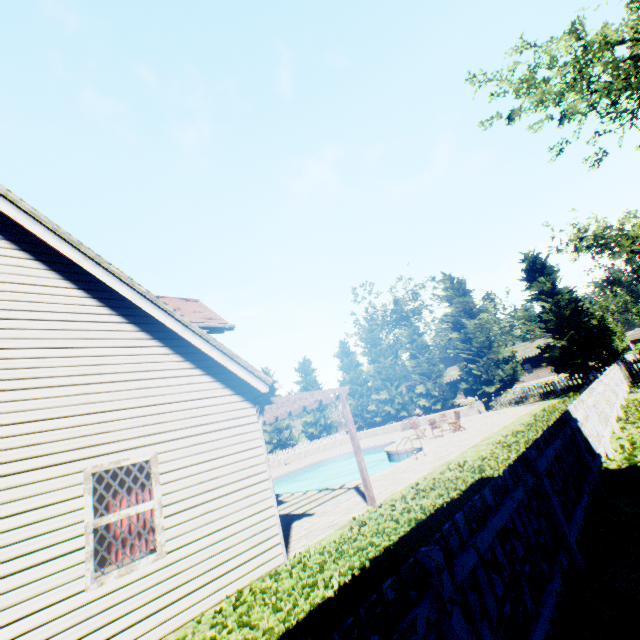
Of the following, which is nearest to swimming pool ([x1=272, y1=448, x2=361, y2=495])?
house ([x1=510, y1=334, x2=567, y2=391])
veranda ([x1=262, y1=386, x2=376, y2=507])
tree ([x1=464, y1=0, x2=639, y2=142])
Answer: veranda ([x1=262, y1=386, x2=376, y2=507])

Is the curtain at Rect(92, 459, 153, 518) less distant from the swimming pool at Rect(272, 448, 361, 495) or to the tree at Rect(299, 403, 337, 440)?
the swimming pool at Rect(272, 448, 361, 495)

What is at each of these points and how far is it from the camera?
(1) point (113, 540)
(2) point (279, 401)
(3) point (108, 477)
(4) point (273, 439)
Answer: (1) curtain, 4.93m
(2) veranda, 7.84m
(3) curtain, 5.22m
(4) tree, 47.09m

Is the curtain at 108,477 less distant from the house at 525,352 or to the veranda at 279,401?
the veranda at 279,401

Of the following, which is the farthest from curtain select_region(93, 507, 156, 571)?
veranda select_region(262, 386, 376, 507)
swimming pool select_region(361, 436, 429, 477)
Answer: swimming pool select_region(361, 436, 429, 477)

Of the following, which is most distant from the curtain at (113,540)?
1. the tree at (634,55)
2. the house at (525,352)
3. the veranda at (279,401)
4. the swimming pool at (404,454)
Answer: the house at (525,352)

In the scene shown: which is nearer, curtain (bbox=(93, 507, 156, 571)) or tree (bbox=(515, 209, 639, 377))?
curtain (bbox=(93, 507, 156, 571))

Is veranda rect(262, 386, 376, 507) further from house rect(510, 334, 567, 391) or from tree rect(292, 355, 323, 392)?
house rect(510, 334, 567, 391)
